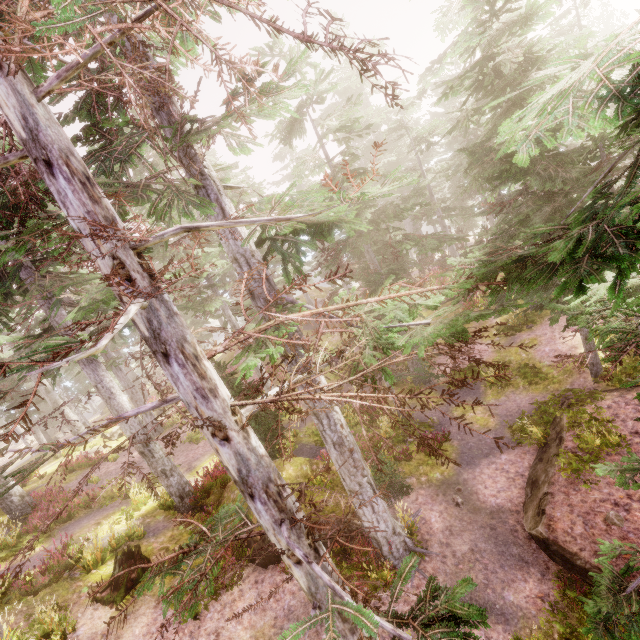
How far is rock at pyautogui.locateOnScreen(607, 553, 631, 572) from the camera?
7.5 meters

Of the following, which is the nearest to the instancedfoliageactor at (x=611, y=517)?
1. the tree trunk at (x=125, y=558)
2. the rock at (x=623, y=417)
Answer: the rock at (x=623, y=417)

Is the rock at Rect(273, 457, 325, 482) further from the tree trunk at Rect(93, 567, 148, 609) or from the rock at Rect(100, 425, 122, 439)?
the rock at Rect(100, 425, 122, 439)

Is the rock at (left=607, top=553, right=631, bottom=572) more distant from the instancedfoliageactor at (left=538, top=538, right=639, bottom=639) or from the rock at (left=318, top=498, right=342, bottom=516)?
the rock at (left=318, top=498, right=342, bottom=516)

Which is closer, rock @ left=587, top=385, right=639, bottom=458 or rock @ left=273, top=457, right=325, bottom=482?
rock @ left=587, top=385, right=639, bottom=458

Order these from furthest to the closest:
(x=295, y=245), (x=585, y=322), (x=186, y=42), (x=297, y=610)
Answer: (x=295, y=245), (x=297, y=610), (x=186, y=42), (x=585, y=322)

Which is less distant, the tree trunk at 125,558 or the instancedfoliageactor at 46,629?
the instancedfoliageactor at 46,629

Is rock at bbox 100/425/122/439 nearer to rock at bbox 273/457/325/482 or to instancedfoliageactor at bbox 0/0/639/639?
instancedfoliageactor at bbox 0/0/639/639
